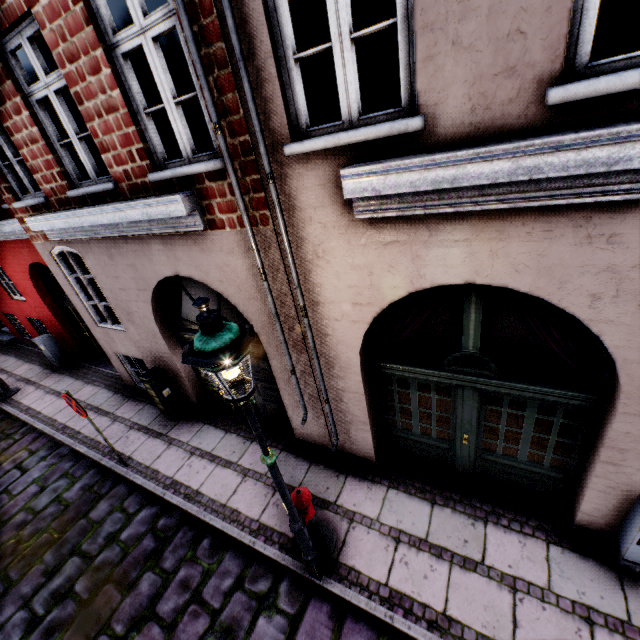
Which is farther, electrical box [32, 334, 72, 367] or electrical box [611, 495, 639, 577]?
electrical box [32, 334, 72, 367]

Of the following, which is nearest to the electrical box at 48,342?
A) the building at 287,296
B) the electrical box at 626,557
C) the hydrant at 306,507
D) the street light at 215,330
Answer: the building at 287,296

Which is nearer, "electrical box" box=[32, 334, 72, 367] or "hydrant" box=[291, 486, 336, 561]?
"hydrant" box=[291, 486, 336, 561]

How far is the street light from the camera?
2.1 meters

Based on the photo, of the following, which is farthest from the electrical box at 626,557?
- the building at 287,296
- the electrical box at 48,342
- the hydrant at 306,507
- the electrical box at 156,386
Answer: the electrical box at 48,342

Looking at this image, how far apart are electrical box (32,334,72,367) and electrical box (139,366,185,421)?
5.6 meters

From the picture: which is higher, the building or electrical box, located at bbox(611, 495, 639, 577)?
the building

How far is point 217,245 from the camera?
4.1 meters
